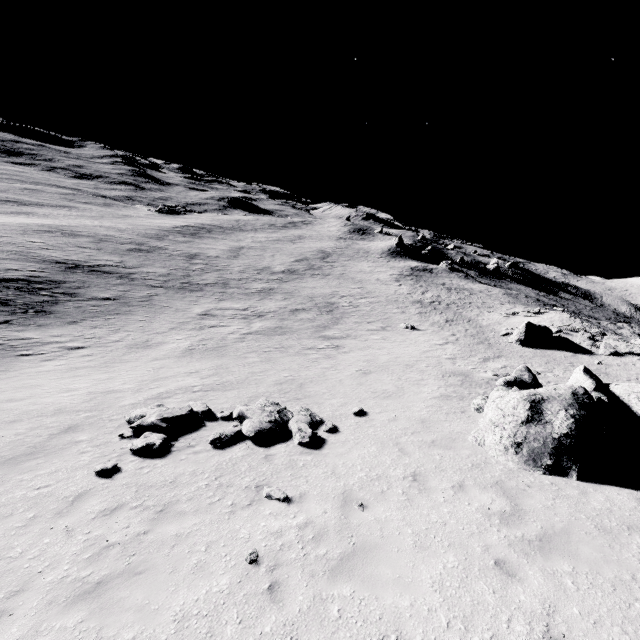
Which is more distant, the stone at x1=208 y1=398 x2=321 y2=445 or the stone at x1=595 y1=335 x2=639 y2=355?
the stone at x1=595 y1=335 x2=639 y2=355

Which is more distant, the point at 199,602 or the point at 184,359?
the point at 184,359

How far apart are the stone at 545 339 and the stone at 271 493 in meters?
28.2

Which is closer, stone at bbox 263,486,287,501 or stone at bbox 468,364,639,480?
stone at bbox 263,486,287,501

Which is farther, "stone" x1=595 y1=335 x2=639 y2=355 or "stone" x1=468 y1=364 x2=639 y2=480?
"stone" x1=595 y1=335 x2=639 y2=355

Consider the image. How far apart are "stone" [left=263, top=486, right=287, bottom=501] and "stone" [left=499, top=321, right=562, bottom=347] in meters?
28.2

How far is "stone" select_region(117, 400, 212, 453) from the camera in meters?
9.5

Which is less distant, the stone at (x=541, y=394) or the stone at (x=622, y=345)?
the stone at (x=541, y=394)
